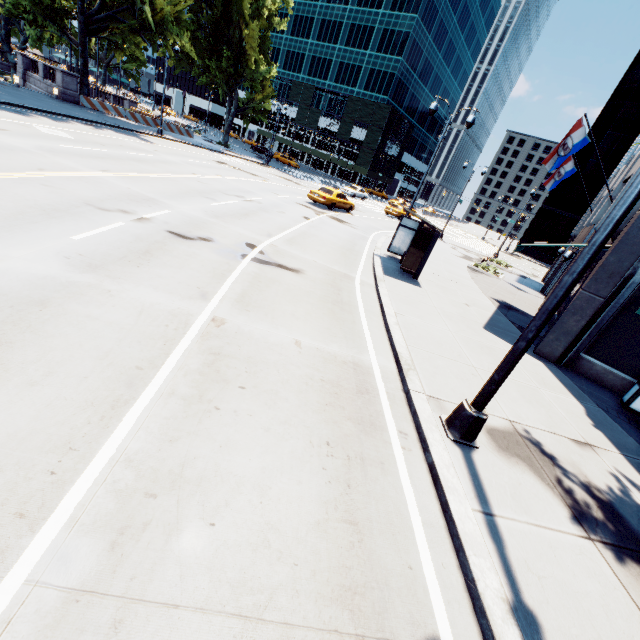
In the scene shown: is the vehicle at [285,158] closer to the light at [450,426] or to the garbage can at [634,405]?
the garbage can at [634,405]

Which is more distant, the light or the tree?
the tree

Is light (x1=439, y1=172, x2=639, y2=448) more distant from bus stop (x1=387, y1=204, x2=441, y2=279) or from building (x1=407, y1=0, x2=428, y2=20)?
building (x1=407, y1=0, x2=428, y2=20)

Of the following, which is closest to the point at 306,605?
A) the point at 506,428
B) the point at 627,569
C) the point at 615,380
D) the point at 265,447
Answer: the point at 265,447

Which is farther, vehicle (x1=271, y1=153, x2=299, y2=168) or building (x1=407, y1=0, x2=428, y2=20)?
building (x1=407, y1=0, x2=428, y2=20)

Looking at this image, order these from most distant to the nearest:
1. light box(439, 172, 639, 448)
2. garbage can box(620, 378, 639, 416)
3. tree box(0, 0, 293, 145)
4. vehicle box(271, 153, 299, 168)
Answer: vehicle box(271, 153, 299, 168)
tree box(0, 0, 293, 145)
garbage can box(620, 378, 639, 416)
light box(439, 172, 639, 448)

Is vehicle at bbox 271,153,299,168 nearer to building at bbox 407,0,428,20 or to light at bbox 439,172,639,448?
building at bbox 407,0,428,20

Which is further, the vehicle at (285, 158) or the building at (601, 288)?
the vehicle at (285, 158)
